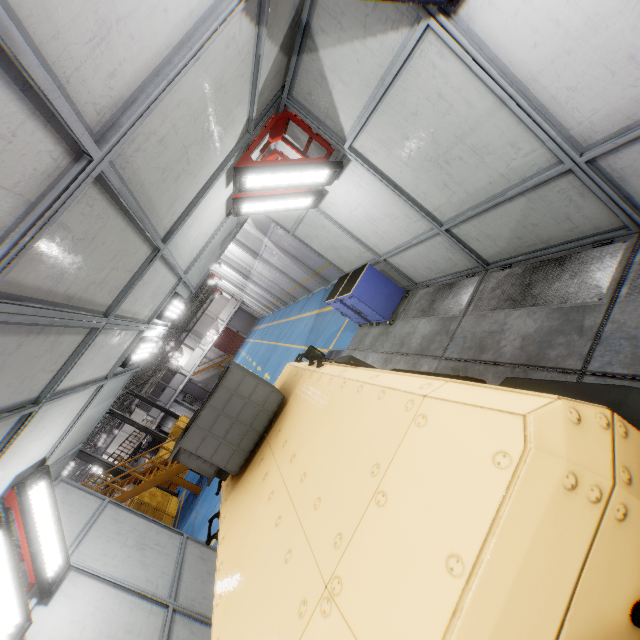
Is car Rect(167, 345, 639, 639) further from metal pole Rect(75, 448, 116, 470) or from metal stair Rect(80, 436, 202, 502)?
metal pole Rect(75, 448, 116, 470)

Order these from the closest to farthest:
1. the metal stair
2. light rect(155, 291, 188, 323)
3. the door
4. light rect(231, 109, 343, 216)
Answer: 1. light rect(231, 109, 343, 216)
2. light rect(155, 291, 188, 323)
3. the metal stair
4. the door

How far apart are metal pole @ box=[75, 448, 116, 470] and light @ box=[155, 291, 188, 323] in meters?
16.7

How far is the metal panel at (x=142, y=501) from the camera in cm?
1557

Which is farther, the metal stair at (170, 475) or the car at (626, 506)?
the metal stair at (170, 475)

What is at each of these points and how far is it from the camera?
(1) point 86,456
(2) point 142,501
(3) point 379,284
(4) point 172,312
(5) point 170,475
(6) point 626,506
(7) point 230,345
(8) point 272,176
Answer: (1) metal pole, 18.33m
(2) metal panel, 16.11m
(3) toolbox, 6.95m
(4) light, 6.68m
(5) metal stair, 14.54m
(6) car, 0.88m
(7) door, 53.97m
(8) light, 4.62m

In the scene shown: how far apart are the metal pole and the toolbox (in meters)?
18.56

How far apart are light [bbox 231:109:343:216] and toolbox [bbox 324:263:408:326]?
2.06m
